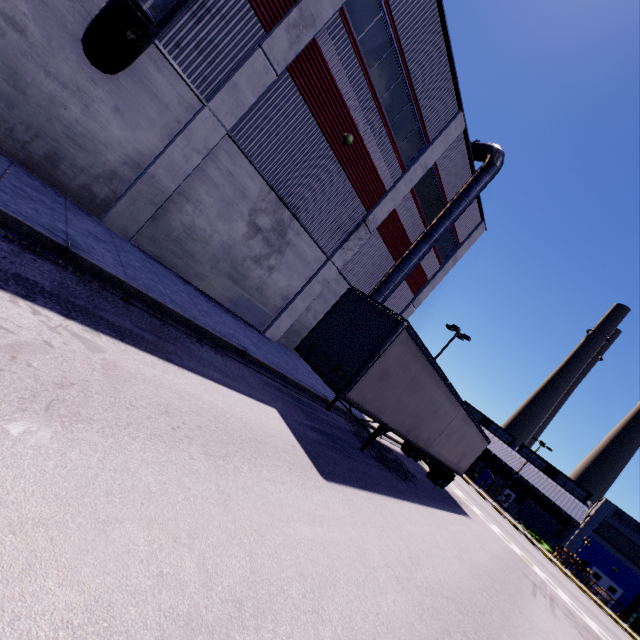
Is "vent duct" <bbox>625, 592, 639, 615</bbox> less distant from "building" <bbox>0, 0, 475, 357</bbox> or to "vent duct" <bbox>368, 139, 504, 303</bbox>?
"building" <bbox>0, 0, 475, 357</bbox>

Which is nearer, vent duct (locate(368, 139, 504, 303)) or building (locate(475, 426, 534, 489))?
vent duct (locate(368, 139, 504, 303))

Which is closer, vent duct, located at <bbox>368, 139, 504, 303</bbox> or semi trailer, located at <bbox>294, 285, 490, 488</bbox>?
semi trailer, located at <bbox>294, 285, 490, 488</bbox>

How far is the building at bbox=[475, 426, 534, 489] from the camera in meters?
51.2 m

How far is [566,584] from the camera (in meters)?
25.14

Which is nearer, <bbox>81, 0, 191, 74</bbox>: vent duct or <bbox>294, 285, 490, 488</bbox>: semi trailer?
<bbox>81, 0, 191, 74</bbox>: vent duct

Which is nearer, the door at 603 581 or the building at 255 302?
the building at 255 302

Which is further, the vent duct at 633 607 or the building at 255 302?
the vent duct at 633 607
